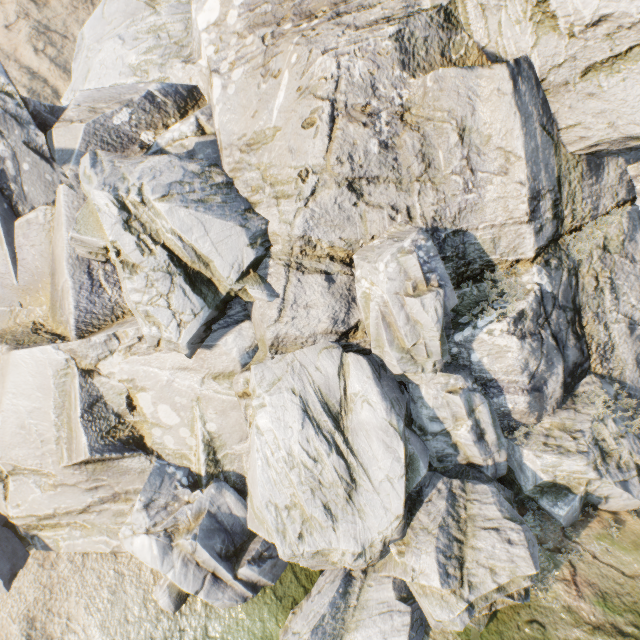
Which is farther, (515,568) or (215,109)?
(215,109)
